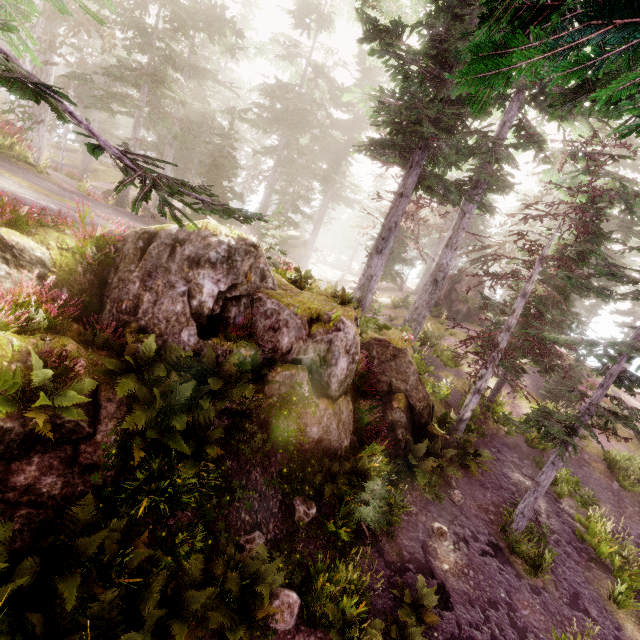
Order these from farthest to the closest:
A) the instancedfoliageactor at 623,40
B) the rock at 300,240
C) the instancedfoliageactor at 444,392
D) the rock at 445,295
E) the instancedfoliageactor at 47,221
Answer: the rock at 300,240
the rock at 445,295
the instancedfoliageactor at 444,392
the instancedfoliageactor at 47,221
the instancedfoliageactor at 623,40

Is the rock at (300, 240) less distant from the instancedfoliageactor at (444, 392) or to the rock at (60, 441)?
the instancedfoliageactor at (444, 392)

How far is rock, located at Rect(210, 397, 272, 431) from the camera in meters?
7.5

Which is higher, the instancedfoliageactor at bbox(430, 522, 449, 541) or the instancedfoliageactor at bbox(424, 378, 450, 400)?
the instancedfoliageactor at bbox(424, 378, 450, 400)

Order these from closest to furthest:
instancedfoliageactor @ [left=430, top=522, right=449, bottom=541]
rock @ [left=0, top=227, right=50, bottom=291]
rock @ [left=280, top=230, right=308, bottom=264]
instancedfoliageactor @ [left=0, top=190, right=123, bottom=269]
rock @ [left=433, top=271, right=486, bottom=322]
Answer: rock @ [left=0, top=227, right=50, bottom=291], instancedfoliageactor @ [left=0, top=190, right=123, bottom=269], instancedfoliageactor @ [left=430, top=522, right=449, bottom=541], rock @ [left=433, top=271, right=486, bottom=322], rock @ [left=280, top=230, right=308, bottom=264]

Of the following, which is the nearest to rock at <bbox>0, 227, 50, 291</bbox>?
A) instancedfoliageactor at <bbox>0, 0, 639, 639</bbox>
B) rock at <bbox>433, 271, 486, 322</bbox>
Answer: instancedfoliageactor at <bbox>0, 0, 639, 639</bbox>

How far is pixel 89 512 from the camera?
5.3m

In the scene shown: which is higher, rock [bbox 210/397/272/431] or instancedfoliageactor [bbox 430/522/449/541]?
rock [bbox 210/397/272/431]
